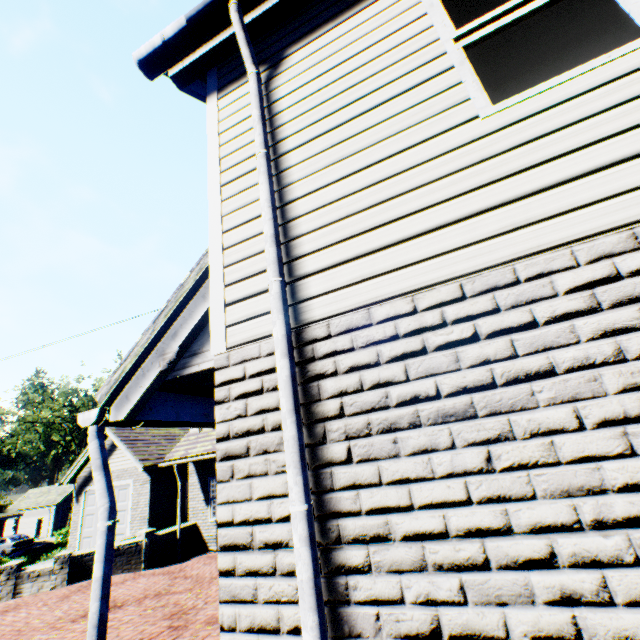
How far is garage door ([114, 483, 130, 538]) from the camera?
14.5 meters

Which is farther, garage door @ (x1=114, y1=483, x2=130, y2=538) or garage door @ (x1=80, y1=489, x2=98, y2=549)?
garage door @ (x1=80, y1=489, x2=98, y2=549)

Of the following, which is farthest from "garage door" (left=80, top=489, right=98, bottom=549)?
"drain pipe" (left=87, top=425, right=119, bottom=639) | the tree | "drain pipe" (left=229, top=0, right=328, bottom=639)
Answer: "drain pipe" (left=229, top=0, right=328, bottom=639)

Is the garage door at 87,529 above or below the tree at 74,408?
below

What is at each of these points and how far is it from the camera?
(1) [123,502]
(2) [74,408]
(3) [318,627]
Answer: (1) garage door, 14.9m
(2) tree, 40.6m
(3) drain pipe, 1.4m

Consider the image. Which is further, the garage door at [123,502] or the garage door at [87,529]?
the garage door at [87,529]
